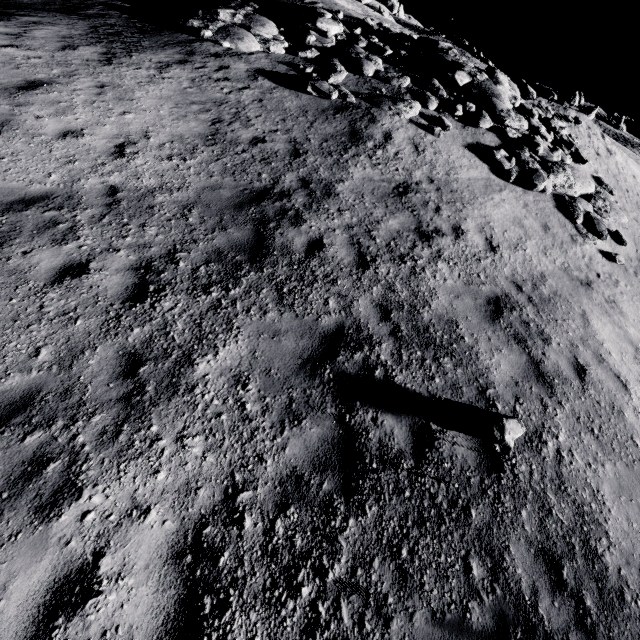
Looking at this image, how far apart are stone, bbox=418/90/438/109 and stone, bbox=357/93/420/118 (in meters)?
0.29

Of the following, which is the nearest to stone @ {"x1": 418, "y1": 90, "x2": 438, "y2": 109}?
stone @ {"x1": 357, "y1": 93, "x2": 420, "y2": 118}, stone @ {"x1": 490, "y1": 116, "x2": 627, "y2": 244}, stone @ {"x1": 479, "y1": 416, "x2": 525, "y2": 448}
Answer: stone @ {"x1": 357, "y1": 93, "x2": 420, "y2": 118}

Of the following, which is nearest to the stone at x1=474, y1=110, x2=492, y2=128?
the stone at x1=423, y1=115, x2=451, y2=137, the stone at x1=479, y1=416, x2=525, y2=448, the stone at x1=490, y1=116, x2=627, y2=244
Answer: the stone at x1=490, y1=116, x2=627, y2=244

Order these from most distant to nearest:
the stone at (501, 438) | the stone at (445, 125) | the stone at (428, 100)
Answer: the stone at (428, 100) < the stone at (445, 125) < the stone at (501, 438)

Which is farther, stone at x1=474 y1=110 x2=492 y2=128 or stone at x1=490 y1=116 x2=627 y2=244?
stone at x1=474 y1=110 x2=492 y2=128

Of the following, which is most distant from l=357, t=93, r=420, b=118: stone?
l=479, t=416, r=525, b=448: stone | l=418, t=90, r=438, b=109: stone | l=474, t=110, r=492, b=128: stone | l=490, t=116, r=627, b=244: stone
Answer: l=479, t=416, r=525, b=448: stone

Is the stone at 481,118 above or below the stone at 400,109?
above

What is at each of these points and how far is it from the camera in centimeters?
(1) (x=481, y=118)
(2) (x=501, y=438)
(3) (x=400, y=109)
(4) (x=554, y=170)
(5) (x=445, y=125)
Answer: (1) stone, 1230cm
(2) stone, 449cm
(3) stone, 1113cm
(4) stone, 1171cm
(5) stone, 1139cm
